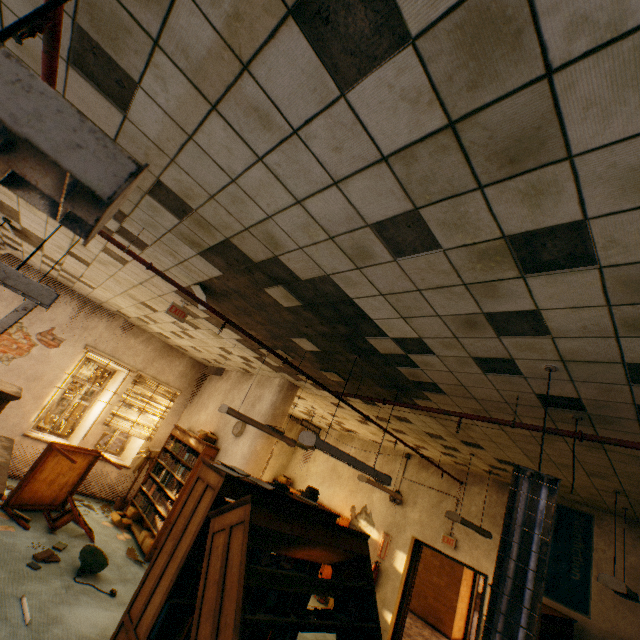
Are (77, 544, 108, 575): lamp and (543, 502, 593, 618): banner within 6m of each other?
no

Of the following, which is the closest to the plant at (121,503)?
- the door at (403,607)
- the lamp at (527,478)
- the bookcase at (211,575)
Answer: the bookcase at (211,575)

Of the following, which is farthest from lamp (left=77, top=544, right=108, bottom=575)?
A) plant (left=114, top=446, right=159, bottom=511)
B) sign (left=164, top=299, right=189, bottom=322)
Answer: sign (left=164, top=299, right=189, bottom=322)

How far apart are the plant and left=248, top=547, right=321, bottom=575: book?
4.8 meters

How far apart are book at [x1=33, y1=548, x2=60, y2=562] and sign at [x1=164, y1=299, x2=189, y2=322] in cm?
392

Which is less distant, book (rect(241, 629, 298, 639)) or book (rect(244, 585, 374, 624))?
book (rect(244, 585, 374, 624))

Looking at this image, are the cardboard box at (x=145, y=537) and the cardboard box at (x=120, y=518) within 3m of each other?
yes

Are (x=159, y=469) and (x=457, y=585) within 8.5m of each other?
no
